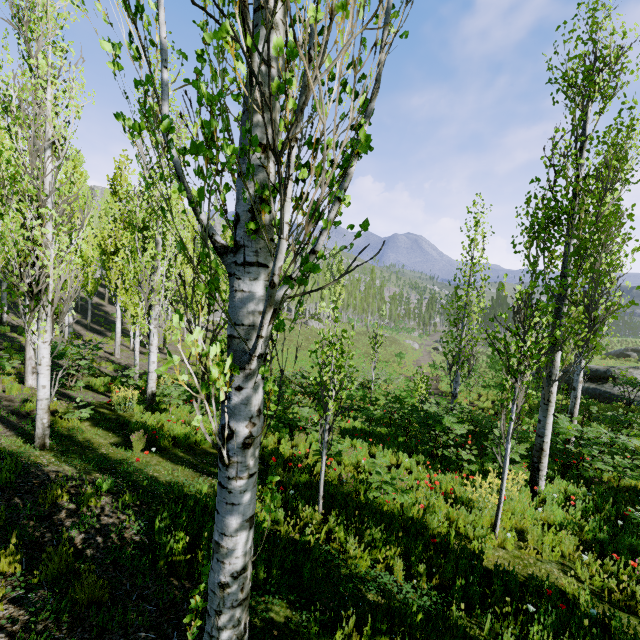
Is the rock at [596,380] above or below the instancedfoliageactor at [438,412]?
below

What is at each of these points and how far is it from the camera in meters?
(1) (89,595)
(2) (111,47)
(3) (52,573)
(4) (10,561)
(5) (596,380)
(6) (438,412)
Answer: (1) instancedfoliageactor, 3.3
(2) instancedfoliageactor, 1.5
(3) instancedfoliageactor, 3.5
(4) instancedfoliageactor, 3.5
(5) rock, 19.8
(6) instancedfoliageactor, 13.3

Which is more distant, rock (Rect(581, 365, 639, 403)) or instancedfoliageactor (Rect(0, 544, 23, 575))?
rock (Rect(581, 365, 639, 403))

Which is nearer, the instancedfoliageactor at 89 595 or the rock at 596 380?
the instancedfoliageactor at 89 595

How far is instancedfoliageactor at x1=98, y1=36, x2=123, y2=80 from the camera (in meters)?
1.52

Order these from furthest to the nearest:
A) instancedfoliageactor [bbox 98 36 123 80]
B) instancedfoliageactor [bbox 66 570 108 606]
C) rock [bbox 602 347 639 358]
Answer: rock [bbox 602 347 639 358], instancedfoliageactor [bbox 66 570 108 606], instancedfoliageactor [bbox 98 36 123 80]
